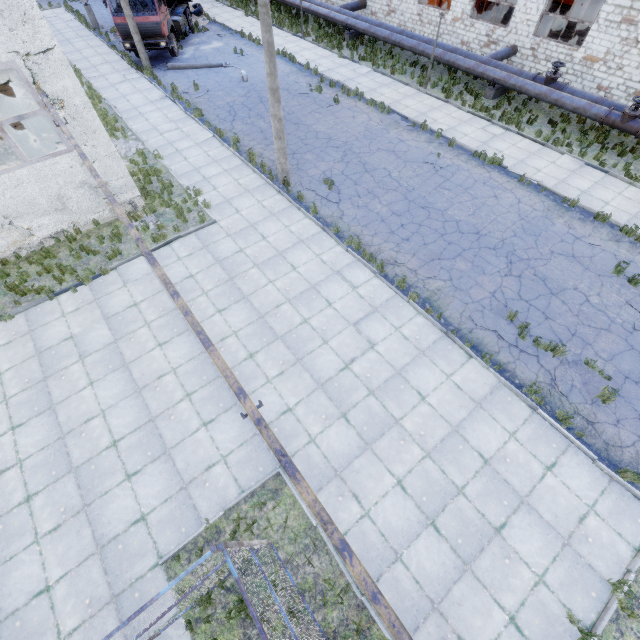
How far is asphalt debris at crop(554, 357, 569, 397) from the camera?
8.6m

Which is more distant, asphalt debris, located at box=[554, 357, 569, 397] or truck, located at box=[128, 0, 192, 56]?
truck, located at box=[128, 0, 192, 56]

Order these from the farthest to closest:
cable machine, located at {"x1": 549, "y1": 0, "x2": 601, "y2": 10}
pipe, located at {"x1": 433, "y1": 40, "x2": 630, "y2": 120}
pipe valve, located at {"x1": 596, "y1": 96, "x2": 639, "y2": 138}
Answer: cable machine, located at {"x1": 549, "y1": 0, "x2": 601, "y2": 10} < pipe, located at {"x1": 433, "y1": 40, "x2": 630, "y2": 120} < pipe valve, located at {"x1": 596, "y1": 96, "x2": 639, "y2": 138}

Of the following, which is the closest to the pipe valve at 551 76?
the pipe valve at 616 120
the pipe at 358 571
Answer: the pipe valve at 616 120

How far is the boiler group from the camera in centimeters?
1023cm

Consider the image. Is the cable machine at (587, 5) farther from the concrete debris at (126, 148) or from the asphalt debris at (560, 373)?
the concrete debris at (126, 148)

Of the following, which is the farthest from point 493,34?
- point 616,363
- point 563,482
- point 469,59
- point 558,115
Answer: point 563,482

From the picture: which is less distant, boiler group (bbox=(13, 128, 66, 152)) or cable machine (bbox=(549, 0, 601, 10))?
boiler group (bbox=(13, 128, 66, 152))
